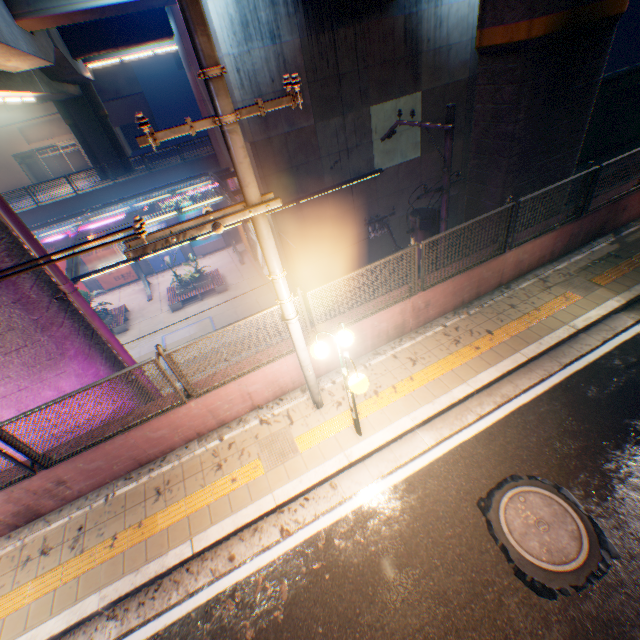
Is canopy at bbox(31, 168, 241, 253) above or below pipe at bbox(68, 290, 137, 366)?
below

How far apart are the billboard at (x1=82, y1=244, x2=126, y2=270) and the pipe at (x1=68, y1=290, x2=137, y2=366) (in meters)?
20.51

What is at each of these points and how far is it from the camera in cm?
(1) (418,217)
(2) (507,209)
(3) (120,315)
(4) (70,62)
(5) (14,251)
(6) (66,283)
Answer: (1) electric pole, 959
(2) metal fence, 698
(3) bench, 2156
(4) overpass support, 1658
(5) overpass support, 558
(6) pipe, 620

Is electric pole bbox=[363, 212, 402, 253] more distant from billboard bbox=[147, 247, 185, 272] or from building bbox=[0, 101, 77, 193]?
building bbox=[0, 101, 77, 193]

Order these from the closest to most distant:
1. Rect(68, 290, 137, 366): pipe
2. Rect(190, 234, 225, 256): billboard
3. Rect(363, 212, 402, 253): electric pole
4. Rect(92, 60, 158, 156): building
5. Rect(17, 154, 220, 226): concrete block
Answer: Rect(68, 290, 137, 366): pipe
Rect(363, 212, 402, 253): electric pole
Rect(17, 154, 220, 226): concrete block
Rect(190, 234, 225, 256): billboard
Rect(92, 60, 158, 156): building

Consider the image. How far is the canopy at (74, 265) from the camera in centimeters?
1252cm

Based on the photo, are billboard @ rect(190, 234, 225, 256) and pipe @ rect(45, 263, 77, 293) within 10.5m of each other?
no
